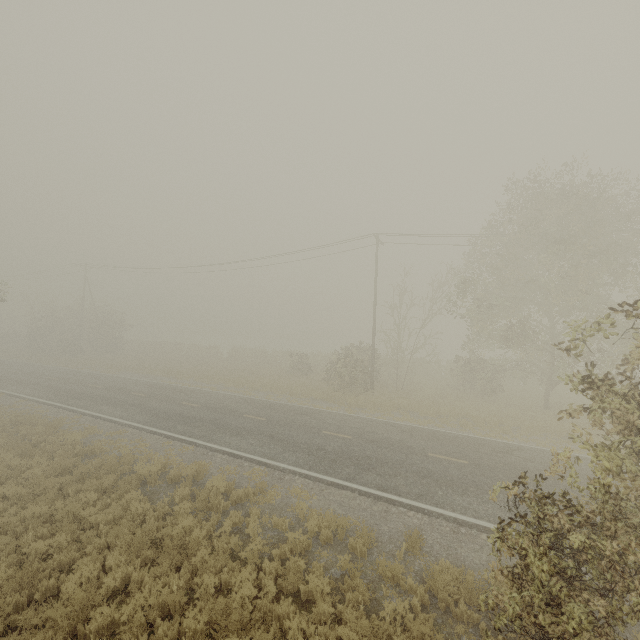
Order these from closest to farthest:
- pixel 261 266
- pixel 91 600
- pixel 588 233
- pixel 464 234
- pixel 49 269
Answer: pixel 91 600, pixel 588 233, pixel 464 234, pixel 261 266, pixel 49 269
